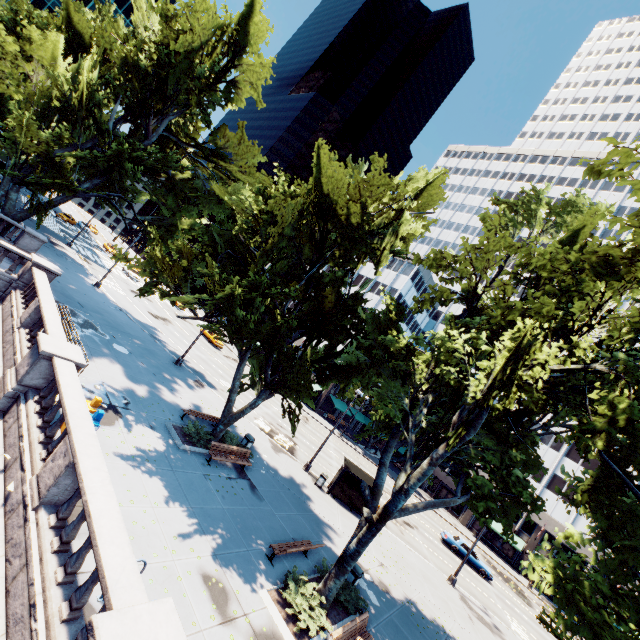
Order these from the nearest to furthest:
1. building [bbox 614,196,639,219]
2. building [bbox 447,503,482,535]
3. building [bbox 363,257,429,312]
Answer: building [bbox 447,503,482,535]
building [bbox 363,257,429,312]
building [bbox 614,196,639,219]

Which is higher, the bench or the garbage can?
the garbage can

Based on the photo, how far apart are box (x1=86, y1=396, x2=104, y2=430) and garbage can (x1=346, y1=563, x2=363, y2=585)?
11.6m

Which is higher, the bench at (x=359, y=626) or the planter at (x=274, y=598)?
the bench at (x=359, y=626)

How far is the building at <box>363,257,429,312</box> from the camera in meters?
56.6 m

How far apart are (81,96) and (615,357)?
33.0m

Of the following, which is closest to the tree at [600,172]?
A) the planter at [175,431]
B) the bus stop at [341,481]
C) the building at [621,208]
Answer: the building at [621,208]

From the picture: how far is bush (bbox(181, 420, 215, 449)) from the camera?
16.0 meters
